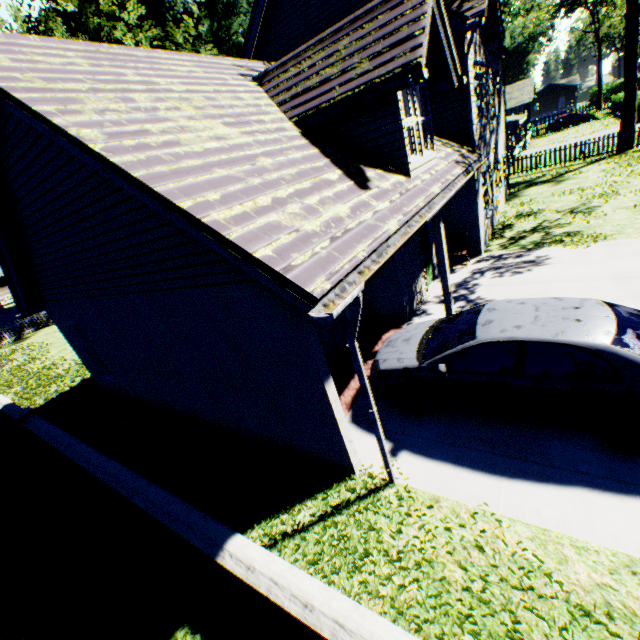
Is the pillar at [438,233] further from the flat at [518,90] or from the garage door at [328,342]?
the flat at [518,90]

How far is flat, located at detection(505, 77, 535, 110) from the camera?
32.8m

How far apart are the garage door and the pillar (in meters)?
2.57

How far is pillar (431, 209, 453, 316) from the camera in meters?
7.5

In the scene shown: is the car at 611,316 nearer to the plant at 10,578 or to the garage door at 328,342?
the garage door at 328,342

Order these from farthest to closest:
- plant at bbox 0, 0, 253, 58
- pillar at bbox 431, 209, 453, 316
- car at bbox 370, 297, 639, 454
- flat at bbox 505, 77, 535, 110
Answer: flat at bbox 505, 77, 535, 110 < plant at bbox 0, 0, 253, 58 < pillar at bbox 431, 209, 453, 316 < car at bbox 370, 297, 639, 454

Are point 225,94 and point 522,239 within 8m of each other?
no

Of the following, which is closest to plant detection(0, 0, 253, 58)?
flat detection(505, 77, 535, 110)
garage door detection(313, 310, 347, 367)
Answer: flat detection(505, 77, 535, 110)
